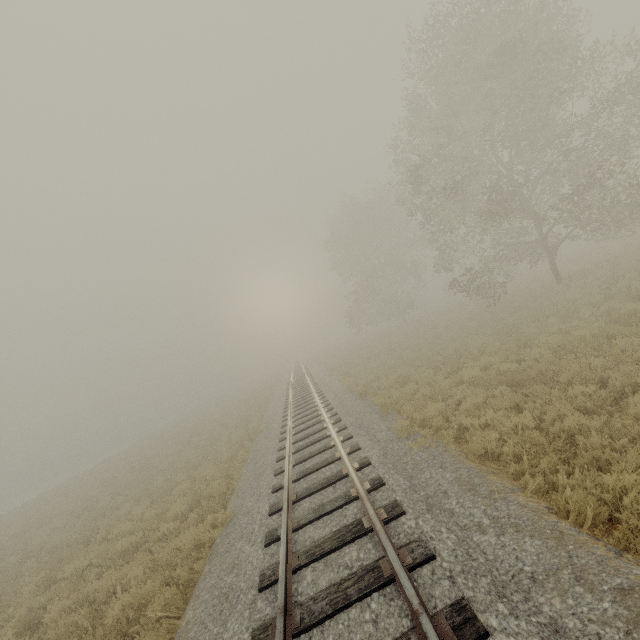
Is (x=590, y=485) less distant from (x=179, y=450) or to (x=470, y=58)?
(x=470, y=58)
